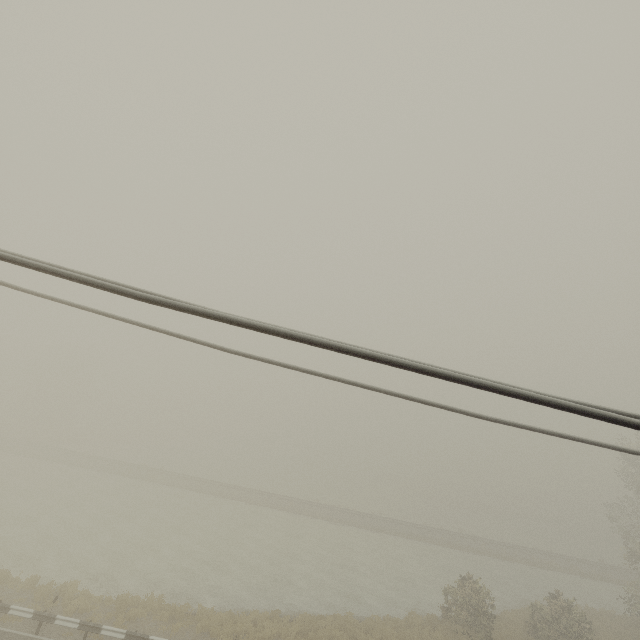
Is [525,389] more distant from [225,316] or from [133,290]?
[133,290]
